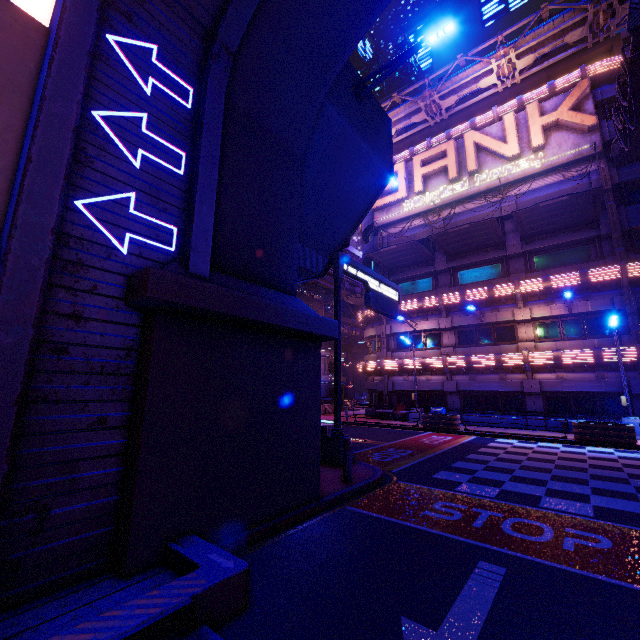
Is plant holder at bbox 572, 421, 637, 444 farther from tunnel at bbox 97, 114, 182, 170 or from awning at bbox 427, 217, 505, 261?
tunnel at bbox 97, 114, 182, 170

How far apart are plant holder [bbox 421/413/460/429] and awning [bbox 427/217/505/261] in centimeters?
1149cm

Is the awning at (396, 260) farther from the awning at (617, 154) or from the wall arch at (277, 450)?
the wall arch at (277, 450)

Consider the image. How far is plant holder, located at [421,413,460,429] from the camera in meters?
19.1

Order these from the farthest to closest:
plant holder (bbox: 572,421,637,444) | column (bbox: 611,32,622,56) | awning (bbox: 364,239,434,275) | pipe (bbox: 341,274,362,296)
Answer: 1. pipe (bbox: 341,274,362,296)
2. awning (bbox: 364,239,434,275)
3. column (bbox: 611,32,622,56)
4. plant holder (bbox: 572,421,637,444)

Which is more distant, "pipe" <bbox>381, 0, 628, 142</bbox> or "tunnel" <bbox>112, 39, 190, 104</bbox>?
"pipe" <bbox>381, 0, 628, 142</bbox>

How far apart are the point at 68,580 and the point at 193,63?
8.3m

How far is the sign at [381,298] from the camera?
10.17m
